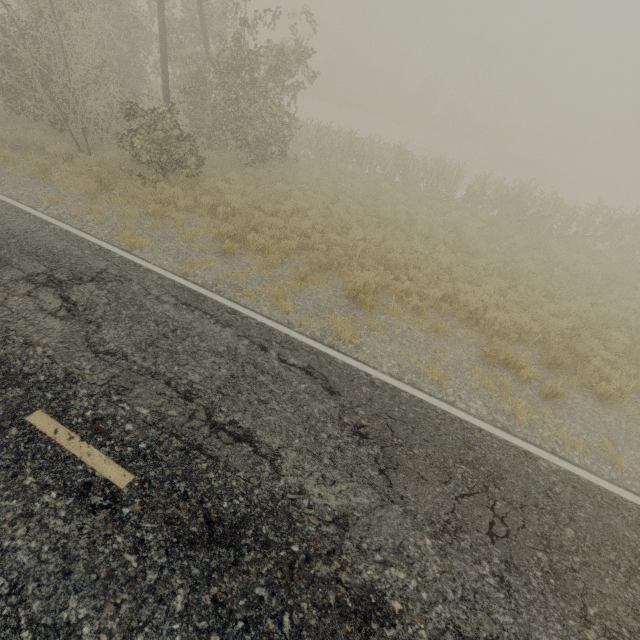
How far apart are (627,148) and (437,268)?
65.9m
